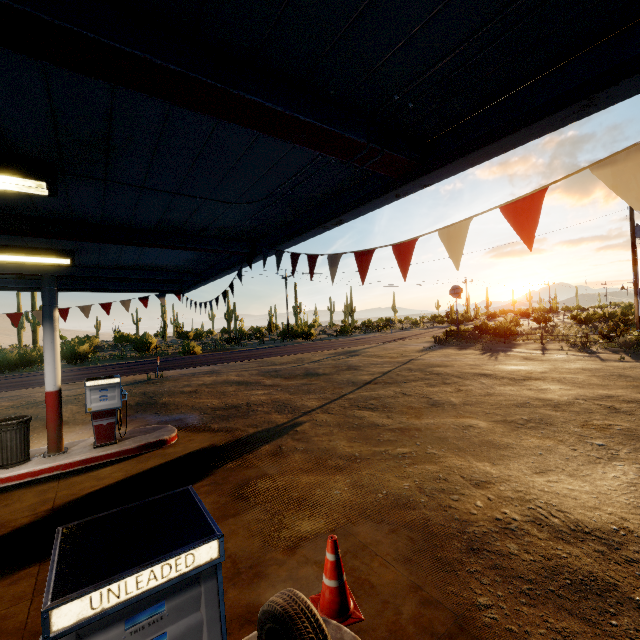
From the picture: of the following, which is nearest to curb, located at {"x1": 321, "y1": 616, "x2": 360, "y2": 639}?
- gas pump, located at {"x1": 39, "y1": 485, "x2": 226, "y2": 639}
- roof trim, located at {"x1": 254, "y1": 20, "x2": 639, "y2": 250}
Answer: gas pump, located at {"x1": 39, "y1": 485, "x2": 226, "y2": 639}

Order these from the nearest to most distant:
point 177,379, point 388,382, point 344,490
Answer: point 344,490 → point 388,382 → point 177,379

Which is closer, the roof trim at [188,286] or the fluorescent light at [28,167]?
the fluorescent light at [28,167]

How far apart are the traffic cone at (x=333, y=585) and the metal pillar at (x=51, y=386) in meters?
6.6 m

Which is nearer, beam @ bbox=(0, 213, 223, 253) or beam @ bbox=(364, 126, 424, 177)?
beam @ bbox=(364, 126, 424, 177)

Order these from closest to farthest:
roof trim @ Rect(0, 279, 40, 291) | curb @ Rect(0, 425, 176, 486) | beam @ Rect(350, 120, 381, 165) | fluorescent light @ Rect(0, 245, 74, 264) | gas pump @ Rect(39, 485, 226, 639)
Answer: gas pump @ Rect(39, 485, 226, 639), beam @ Rect(350, 120, 381, 165), fluorescent light @ Rect(0, 245, 74, 264), curb @ Rect(0, 425, 176, 486), roof trim @ Rect(0, 279, 40, 291)

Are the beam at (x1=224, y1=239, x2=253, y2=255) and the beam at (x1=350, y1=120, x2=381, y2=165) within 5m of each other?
yes

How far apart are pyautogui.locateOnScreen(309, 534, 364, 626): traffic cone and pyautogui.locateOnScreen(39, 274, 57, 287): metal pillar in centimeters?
658cm
